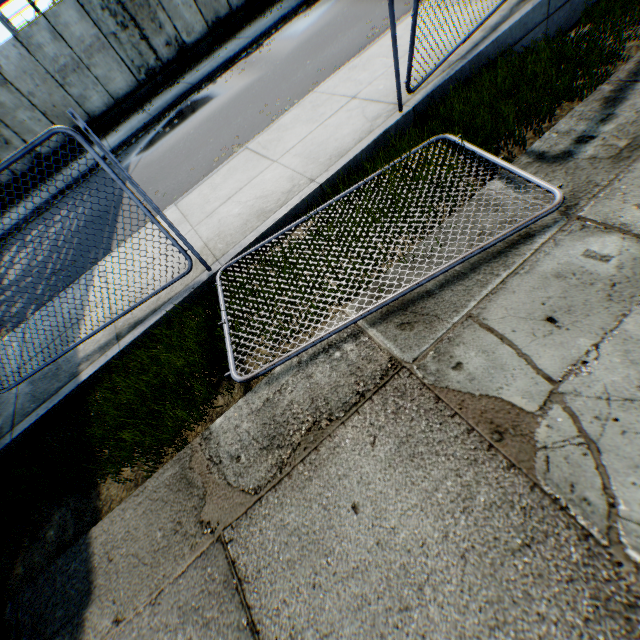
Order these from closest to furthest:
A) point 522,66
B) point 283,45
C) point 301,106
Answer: point 522,66 → point 301,106 → point 283,45
